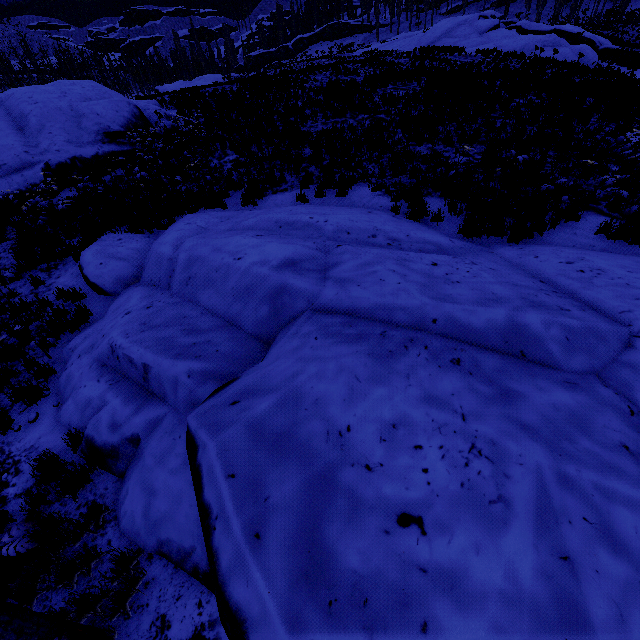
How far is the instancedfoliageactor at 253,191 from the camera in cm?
983

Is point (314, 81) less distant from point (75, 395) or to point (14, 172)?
point (14, 172)

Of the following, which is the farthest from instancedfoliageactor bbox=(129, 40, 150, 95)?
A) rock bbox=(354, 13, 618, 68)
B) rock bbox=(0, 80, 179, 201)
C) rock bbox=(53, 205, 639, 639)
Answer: rock bbox=(354, 13, 618, 68)

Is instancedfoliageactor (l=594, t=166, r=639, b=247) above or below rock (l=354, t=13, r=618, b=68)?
below

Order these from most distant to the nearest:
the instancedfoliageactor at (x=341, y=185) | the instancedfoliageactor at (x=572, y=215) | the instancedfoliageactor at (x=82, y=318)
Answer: the instancedfoliageactor at (x=341, y=185) → the instancedfoliageactor at (x=572, y=215) → the instancedfoliageactor at (x=82, y=318)

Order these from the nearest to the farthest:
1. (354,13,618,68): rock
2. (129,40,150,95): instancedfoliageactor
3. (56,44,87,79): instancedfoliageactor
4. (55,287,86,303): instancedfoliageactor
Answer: (55,287,86,303): instancedfoliageactor
(354,13,618,68): rock
(56,44,87,79): instancedfoliageactor
(129,40,150,95): instancedfoliageactor

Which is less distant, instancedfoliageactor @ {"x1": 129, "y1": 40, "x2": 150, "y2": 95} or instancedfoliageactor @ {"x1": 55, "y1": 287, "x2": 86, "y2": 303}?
instancedfoliageactor @ {"x1": 55, "y1": 287, "x2": 86, "y2": 303}
